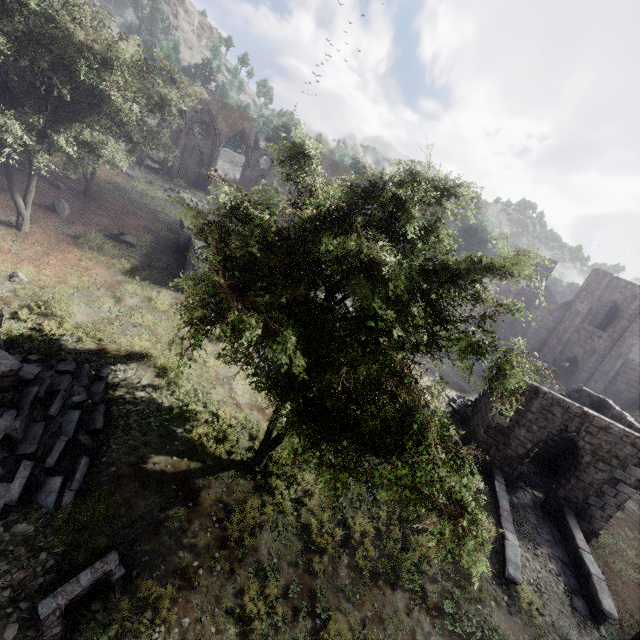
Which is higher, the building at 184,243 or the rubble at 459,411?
the building at 184,243

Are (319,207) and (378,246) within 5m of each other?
yes

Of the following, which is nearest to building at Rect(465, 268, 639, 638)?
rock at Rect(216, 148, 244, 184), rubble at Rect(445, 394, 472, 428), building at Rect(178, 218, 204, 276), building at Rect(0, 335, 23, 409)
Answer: rubble at Rect(445, 394, 472, 428)

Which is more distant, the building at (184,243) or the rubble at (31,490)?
the building at (184,243)

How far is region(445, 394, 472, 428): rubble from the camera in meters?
19.9

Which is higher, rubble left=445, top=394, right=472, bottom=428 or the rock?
the rock

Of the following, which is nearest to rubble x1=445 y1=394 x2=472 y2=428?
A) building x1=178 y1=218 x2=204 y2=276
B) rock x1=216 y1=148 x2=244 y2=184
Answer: building x1=178 y1=218 x2=204 y2=276

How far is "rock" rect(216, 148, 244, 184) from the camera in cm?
5053
